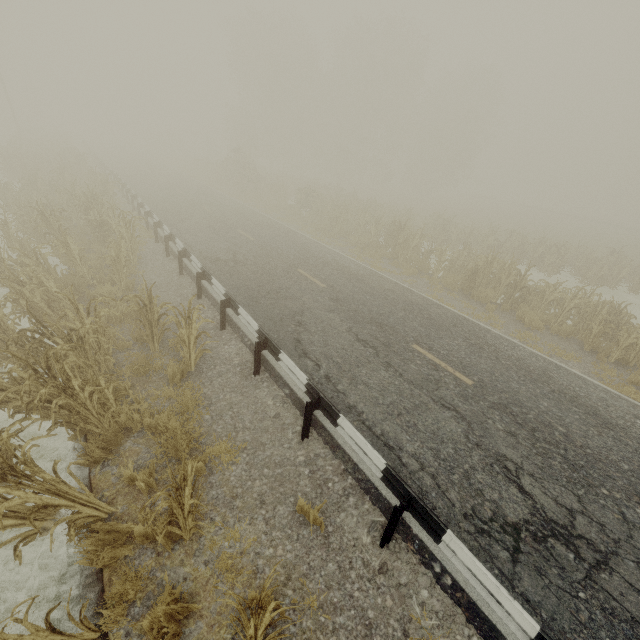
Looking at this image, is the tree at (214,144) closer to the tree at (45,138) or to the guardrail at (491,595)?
the guardrail at (491,595)

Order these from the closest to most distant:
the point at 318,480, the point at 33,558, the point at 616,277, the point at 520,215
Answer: the point at 33,558 → the point at 318,480 → the point at 616,277 → the point at 520,215

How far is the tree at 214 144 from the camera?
58.47m

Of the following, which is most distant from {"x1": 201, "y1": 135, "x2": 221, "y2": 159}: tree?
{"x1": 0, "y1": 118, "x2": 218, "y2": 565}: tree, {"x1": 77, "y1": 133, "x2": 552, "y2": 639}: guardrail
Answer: {"x1": 0, "y1": 118, "x2": 218, "y2": 565}: tree

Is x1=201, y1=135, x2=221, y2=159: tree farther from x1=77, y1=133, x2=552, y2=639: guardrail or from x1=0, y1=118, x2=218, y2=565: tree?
x1=0, y1=118, x2=218, y2=565: tree

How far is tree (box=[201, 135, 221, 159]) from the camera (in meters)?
58.47

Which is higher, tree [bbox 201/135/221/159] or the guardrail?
tree [bbox 201/135/221/159]
